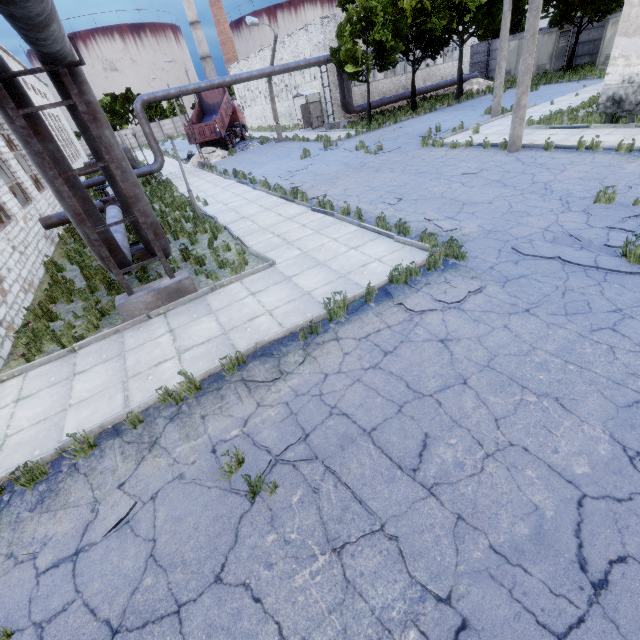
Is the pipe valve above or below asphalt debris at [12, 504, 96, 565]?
above

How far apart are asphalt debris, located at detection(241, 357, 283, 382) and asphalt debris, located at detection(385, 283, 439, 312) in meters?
2.0

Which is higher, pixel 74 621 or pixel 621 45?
pixel 621 45

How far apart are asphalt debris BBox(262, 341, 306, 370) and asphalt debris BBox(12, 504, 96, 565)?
2.10m

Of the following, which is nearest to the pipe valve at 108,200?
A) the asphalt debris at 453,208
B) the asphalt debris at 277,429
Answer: the asphalt debris at 453,208

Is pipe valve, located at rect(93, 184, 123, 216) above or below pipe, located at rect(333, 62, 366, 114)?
below

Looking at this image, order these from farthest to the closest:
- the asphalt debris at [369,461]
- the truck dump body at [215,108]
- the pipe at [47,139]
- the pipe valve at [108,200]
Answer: the truck dump body at [215,108]
the pipe valve at [108,200]
the pipe at [47,139]
the asphalt debris at [369,461]

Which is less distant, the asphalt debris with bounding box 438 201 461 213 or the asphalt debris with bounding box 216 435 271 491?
the asphalt debris with bounding box 216 435 271 491
